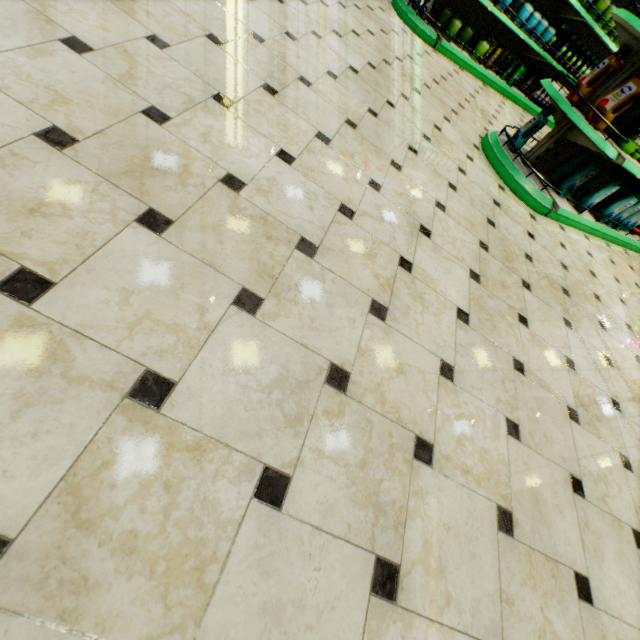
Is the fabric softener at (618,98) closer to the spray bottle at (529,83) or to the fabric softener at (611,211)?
the fabric softener at (611,211)

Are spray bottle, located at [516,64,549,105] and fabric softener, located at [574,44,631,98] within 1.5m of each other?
no

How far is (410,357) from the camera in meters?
1.5 m

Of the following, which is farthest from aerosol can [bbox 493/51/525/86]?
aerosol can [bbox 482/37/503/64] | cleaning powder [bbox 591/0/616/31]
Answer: cleaning powder [bbox 591/0/616/31]

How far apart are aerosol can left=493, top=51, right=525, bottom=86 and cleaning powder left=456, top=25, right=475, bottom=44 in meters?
0.8

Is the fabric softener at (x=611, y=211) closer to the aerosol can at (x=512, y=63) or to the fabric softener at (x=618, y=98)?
the fabric softener at (x=618, y=98)

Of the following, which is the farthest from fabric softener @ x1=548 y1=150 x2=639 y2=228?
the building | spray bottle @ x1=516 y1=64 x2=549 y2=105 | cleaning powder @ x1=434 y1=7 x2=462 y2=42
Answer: spray bottle @ x1=516 y1=64 x2=549 y2=105

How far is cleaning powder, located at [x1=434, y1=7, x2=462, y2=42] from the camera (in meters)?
4.77
